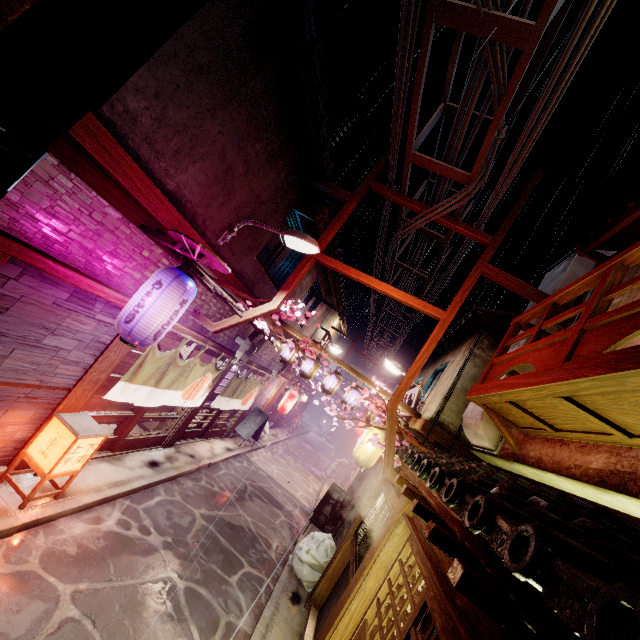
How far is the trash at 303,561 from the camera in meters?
12.3

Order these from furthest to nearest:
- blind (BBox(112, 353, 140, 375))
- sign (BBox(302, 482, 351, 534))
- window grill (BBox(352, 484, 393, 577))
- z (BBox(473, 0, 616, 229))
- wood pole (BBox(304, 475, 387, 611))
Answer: sign (BBox(302, 482, 351, 534)), wood pole (BBox(304, 475, 387, 611)), blind (BBox(112, 353, 140, 375)), window grill (BBox(352, 484, 393, 577)), z (BBox(473, 0, 616, 229))

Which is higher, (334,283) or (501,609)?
(334,283)

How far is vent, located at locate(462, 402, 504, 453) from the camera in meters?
10.1 m

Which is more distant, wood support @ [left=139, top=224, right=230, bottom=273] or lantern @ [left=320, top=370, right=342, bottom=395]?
lantern @ [left=320, top=370, right=342, bottom=395]

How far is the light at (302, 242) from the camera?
10.1 meters

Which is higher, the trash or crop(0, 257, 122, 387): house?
crop(0, 257, 122, 387): house

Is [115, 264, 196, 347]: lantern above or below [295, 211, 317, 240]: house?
below
